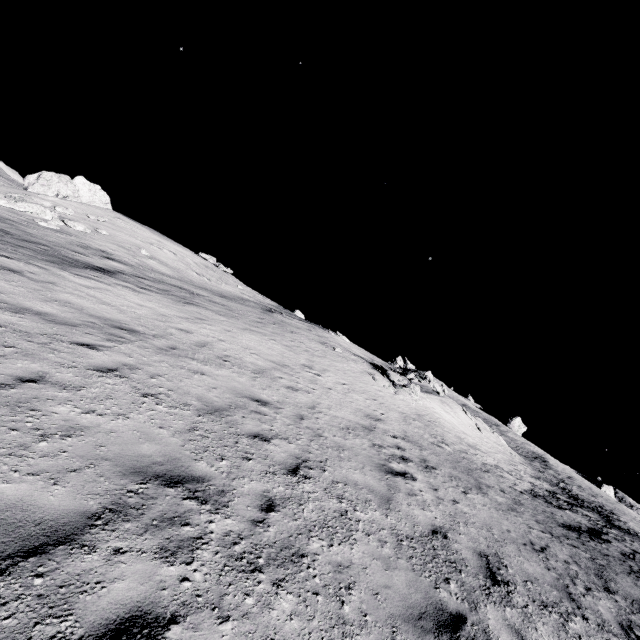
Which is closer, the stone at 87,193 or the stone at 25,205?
the stone at 25,205

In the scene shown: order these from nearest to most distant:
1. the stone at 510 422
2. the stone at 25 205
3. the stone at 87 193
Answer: the stone at 25 205 → the stone at 87 193 → the stone at 510 422

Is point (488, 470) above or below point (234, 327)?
below

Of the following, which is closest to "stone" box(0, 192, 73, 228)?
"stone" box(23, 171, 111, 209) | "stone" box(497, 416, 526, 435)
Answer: "stone" box(23, 171, 111, 209)

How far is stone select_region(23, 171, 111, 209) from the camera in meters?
23.6 m

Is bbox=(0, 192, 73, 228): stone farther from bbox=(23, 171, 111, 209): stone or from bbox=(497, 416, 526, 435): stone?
bbox=(497, 416, 526, 435): stone
